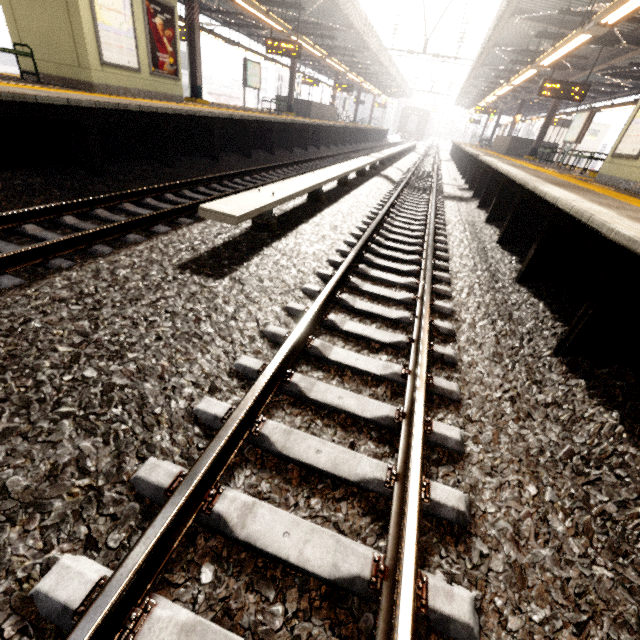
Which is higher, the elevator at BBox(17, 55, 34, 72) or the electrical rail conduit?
the elevator at BBox(17, 55, 34, 72)

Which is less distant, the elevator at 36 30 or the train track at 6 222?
the train track at 6 222

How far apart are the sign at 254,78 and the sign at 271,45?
2.2 meters

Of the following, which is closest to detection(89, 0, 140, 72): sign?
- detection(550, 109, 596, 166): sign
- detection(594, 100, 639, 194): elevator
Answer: detection(594, 100, 639, 194): elevator

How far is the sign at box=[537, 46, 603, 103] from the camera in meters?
11.2 m

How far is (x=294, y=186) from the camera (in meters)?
5.45

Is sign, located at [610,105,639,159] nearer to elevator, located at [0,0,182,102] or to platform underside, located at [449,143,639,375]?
platform underside, located at [449,143,639,375]

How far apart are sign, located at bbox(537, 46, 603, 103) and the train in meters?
40.9 m
